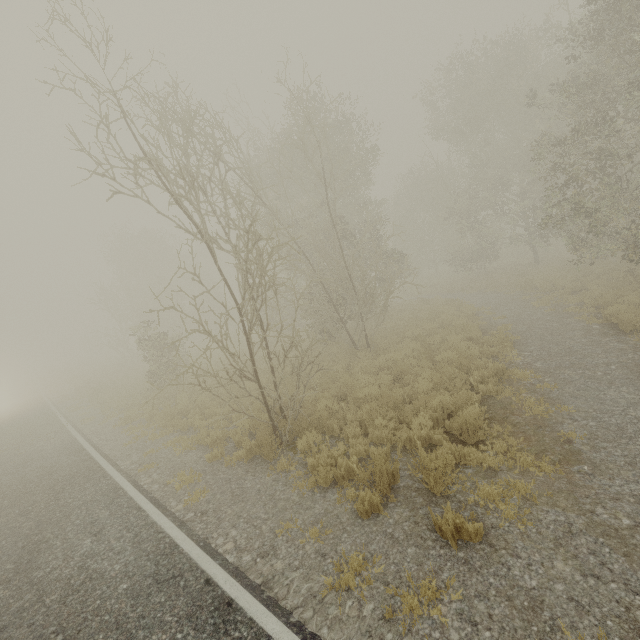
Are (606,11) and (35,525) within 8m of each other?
no

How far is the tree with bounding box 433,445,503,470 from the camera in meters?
5.5

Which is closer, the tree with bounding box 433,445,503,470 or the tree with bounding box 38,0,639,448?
the tree with bounding box 433,445,503,470

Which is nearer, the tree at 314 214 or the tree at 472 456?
the tree at 472 456

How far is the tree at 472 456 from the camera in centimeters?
546cm

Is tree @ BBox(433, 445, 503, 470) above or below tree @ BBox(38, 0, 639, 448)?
below
